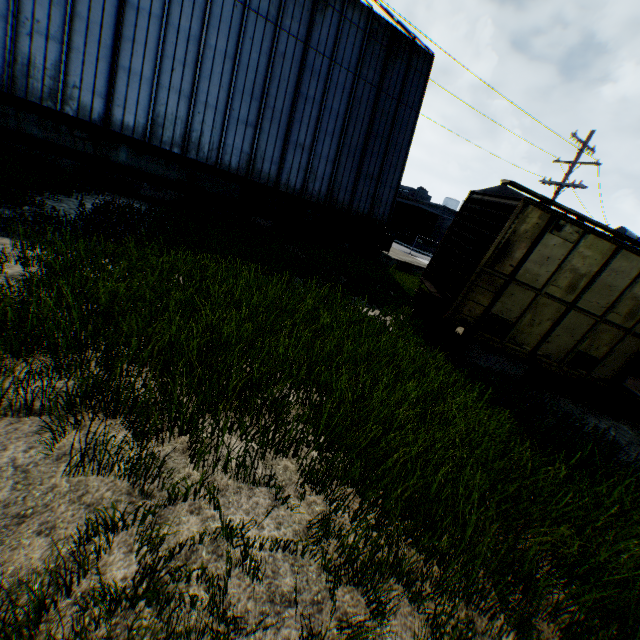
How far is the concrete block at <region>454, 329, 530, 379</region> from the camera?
8.62m

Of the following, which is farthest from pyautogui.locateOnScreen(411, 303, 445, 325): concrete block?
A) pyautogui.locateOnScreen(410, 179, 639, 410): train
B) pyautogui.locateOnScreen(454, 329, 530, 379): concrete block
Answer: pyautogui.locateOnScreen(454, 329, 530, 379): concrete block

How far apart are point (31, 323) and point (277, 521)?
3.37m

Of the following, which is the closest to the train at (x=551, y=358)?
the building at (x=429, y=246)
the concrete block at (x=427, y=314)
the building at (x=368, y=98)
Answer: the concrete block at (x=427, y=314)

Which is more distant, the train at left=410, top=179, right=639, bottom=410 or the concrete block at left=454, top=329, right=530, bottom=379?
the concrete block at left=454, top=329, right=530, bottom=379

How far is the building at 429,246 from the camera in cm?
4902

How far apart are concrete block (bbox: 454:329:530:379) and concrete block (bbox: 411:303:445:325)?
1.3 meters

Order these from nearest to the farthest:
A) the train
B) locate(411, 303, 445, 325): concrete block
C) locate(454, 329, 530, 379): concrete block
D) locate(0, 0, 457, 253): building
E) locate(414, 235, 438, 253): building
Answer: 1. the train
2. locate(454, 329, 530, 379): concrete block
3. locate(411, 303, 445, 325): concrete block
4. locate(0, 0, 457, 253): building
5. locate(414, 235, 438, 253): building
